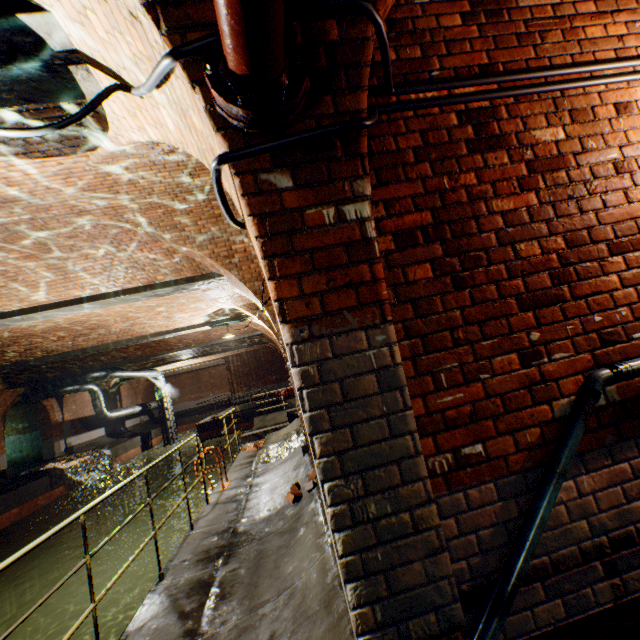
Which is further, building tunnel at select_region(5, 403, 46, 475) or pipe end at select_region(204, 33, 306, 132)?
building tunnel at select_region(5, 403, 46, 475)

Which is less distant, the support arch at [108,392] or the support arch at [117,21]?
the support arch at [117,21]

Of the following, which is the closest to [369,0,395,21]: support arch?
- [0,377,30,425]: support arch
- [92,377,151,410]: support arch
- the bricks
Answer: the bricks

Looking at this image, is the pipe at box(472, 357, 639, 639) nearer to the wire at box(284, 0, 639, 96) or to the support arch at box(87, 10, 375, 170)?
the support arch at box(87, 10, 375, 170)

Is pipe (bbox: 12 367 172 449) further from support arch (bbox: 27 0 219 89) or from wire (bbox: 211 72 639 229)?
support arch (bbox: 27 0 219 89)

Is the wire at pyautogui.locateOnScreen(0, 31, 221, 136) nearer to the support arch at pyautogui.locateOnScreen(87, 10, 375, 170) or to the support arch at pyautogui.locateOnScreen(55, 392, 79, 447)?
the support arch at pyautogui.locateOnScreen(87, 10, 375, 170)

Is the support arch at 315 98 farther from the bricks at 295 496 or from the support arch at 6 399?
the support arch at 6 399

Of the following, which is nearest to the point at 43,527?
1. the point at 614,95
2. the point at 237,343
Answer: the point at 237,343
